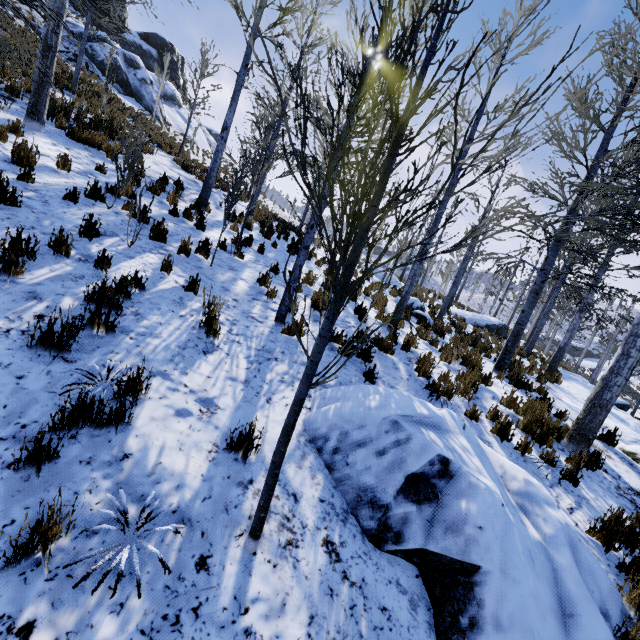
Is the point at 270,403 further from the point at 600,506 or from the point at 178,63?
the point at 178,63

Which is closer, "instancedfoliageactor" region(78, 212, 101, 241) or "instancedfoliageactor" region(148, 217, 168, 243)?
"instancedfoliageactor" region(78, 212, 101, 241)

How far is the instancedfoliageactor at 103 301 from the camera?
3.2 meters

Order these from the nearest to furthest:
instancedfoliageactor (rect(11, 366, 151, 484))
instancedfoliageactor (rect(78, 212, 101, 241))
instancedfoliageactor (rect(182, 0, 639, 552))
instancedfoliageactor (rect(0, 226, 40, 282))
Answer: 1. instancedfoliageactor (rect(182, 0, 639, 552))
2. instancedfoliageactor (rect(11, 366, 151, 484))
3. instancedfoliageactor (rect(0, 226, 40, 282))
4. instancedfoliageactor (rect(78, 212, 101, 241))

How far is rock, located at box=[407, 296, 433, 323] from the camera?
12.04m

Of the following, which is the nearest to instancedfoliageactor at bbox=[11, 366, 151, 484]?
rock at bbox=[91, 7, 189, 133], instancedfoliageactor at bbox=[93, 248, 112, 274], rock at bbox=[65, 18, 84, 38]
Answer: instancedfoliageactor at bbox=[93, 248, 112, 274]

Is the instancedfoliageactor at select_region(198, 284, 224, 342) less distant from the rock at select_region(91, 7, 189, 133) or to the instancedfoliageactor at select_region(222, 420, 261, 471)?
the instancedfoliageactor at select_region(222, 420, 261, 471)

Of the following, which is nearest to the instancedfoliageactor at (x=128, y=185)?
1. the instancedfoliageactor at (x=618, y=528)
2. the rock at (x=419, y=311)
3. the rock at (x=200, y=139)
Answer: the instancedfoliageactor at (x=618, y=528)
